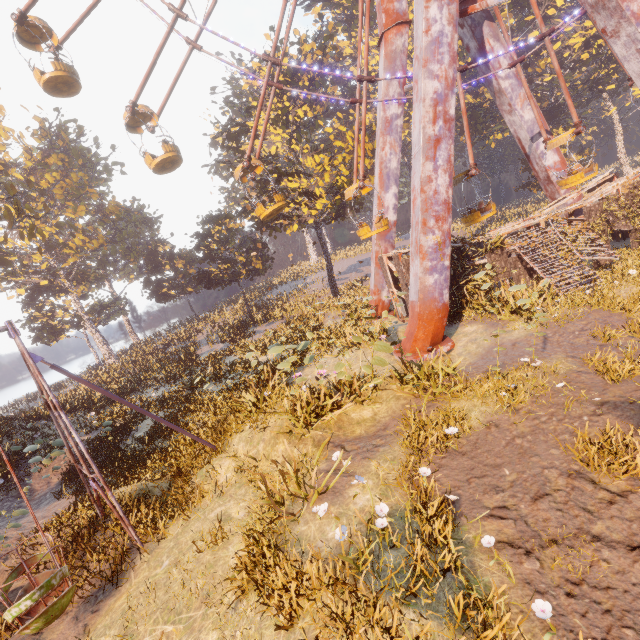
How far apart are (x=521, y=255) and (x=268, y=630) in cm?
1595

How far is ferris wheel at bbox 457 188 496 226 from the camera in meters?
16.2 m

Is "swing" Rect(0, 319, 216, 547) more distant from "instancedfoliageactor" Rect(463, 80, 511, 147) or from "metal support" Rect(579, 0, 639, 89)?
"metal support" Rect(579, 0, 639, 89)

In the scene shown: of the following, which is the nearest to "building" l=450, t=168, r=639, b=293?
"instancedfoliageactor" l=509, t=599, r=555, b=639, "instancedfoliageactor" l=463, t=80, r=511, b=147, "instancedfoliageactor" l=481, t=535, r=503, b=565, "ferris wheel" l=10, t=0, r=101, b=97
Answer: "instancedfoliageactor" l=463, t=80, r=511, b=147

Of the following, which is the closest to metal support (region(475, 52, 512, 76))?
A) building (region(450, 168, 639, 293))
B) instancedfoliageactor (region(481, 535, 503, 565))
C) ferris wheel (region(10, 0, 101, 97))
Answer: ferris wheel (region(10, 0, 101, 97))

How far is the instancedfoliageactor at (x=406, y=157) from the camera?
37.7m

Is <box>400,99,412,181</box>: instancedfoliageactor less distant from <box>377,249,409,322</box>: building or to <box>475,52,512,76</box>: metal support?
<box>377,249,409,322</box>: building

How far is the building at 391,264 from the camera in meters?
15.1
